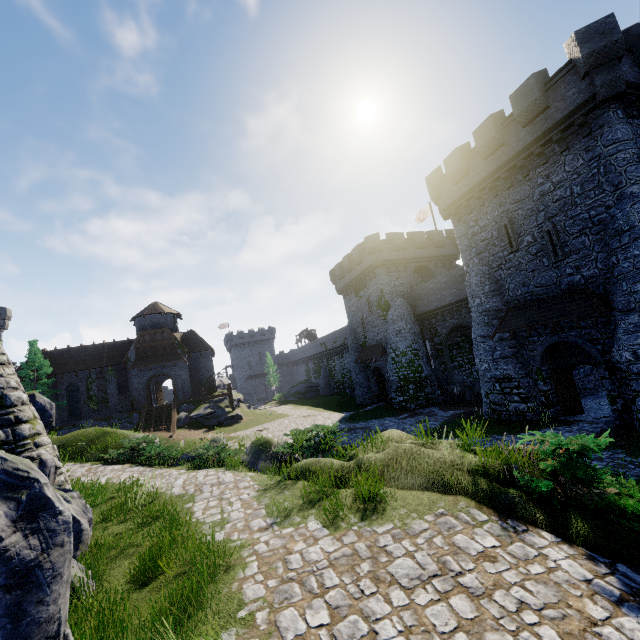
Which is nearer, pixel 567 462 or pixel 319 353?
pixel 567 462

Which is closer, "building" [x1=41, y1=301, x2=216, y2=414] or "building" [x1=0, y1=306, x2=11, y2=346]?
"building" [x1=41, y1=301, x2=216, y2=414]

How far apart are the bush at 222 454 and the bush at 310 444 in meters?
2.2 m

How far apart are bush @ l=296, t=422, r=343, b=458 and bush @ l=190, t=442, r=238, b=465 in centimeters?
225cm

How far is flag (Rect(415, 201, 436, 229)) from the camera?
36.6 meters

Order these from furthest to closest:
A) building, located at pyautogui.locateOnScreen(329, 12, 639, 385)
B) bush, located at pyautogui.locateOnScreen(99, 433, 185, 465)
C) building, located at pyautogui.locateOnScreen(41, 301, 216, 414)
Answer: building, located at pyautogui.locateOnScreen(41, 301, 216, 414), bush, located at pyautogui.locateOnScreen(99, 433, 185, 465), building, located at pyautogui.locateOnScreen(329, 12, 639, 385)

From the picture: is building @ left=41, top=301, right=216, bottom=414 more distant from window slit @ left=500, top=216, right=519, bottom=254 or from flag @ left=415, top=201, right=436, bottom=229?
window slit @ left=500, top=216, right=519, bottom=254

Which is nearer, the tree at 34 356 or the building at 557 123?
the building at 557 123
